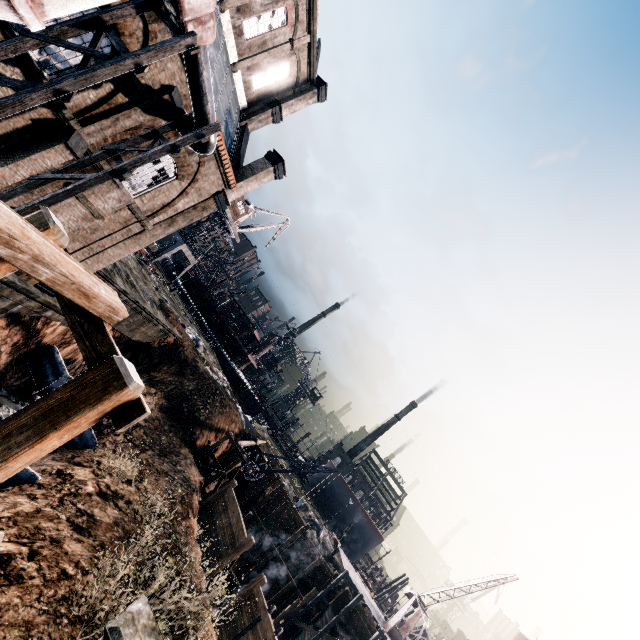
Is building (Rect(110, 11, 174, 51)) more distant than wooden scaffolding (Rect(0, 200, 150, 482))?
Yes

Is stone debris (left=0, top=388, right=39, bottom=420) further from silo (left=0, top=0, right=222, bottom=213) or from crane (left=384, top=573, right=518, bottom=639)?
crane (left=384, top=573, right=518, bottom=639)

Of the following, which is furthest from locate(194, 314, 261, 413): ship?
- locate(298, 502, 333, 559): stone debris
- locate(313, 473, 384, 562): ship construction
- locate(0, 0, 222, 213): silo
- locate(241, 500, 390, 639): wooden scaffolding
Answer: locate(0, 0, 222, 213): silo

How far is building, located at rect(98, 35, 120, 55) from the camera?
12.1m

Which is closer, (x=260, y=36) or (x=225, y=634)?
(x=225, y=634)

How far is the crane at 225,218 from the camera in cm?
5059

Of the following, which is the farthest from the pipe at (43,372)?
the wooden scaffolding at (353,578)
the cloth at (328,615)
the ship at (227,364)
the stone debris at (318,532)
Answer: the ship at (227,364)

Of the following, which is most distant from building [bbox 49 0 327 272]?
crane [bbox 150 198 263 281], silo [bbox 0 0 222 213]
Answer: crane [bbox 150 198 263 281]
